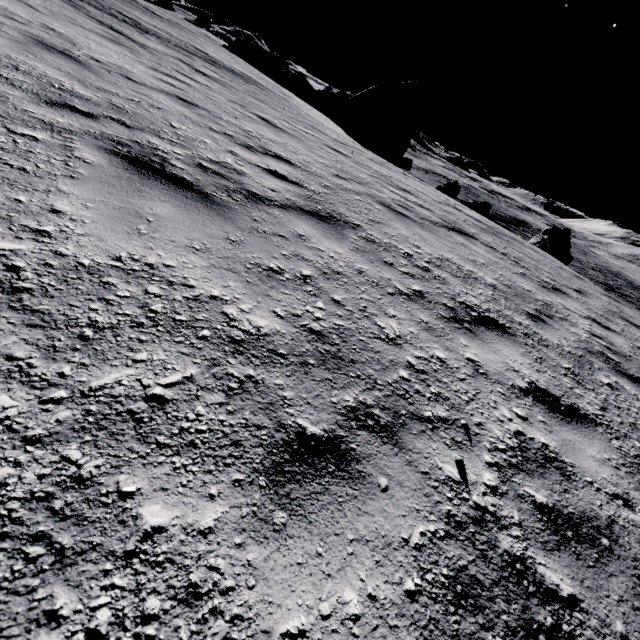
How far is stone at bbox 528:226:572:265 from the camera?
16.77m

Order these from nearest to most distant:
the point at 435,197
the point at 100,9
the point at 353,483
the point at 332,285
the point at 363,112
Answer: the point at 353,483, the point at 332,285, the point at 435,197, the point at 100,9, the point at 363,112

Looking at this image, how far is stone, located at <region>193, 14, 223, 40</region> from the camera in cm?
3414

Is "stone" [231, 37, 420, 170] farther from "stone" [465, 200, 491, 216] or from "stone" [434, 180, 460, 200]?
"stone" [465, 200, 491, 216]

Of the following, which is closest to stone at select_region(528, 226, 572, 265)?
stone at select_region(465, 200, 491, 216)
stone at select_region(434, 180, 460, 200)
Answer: stone at select_region(465, 200, 491, 216)

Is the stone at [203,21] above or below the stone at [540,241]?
above

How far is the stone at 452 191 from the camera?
23.4m

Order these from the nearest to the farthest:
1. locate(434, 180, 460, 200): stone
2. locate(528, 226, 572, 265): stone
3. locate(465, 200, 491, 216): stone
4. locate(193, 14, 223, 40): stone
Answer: locate(465, 200, 491, 216): stone, locate(528, 226, 572, 265): stone, locate(434, 180, 460, 200): stone, locate(193, 14, 223, 40): stone
